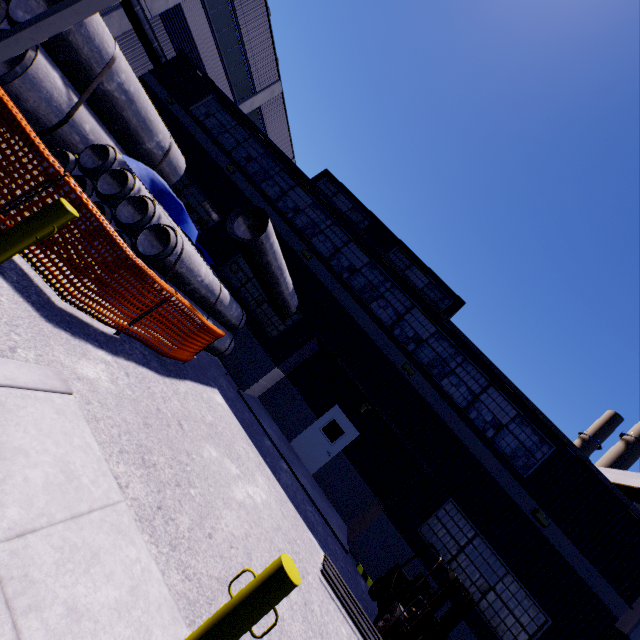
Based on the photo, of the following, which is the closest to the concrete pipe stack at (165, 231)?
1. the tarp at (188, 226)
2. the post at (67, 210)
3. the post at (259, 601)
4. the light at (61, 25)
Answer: the tarp at (188, 226)

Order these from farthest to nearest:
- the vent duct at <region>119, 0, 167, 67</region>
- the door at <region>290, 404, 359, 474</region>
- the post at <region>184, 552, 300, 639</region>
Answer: the vent duct at <region>119, 0, 167, 67</region> < the door at <region>290, 404, 359, 474</region> < the post at <region>184, 552, 300, 639</region>

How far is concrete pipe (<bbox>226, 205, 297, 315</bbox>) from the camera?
7.9m

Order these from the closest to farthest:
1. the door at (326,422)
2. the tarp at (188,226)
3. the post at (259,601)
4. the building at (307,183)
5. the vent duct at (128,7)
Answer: the post at (259,601), the tarp at (188,226), the building at (307,183), the door at (326,422), the vent duct at (128,7)

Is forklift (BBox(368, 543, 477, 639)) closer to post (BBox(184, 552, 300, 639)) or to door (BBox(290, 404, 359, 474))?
door (BBox(290, 404, 359, 474))

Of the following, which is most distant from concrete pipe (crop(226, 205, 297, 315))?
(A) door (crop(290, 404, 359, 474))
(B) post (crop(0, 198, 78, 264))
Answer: (B) post (crop(0, 198, 78, 264))

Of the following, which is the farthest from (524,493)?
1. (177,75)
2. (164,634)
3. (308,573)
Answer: (177,75)

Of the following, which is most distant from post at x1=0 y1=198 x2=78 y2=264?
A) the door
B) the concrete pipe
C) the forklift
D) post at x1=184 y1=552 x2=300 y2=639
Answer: the door
